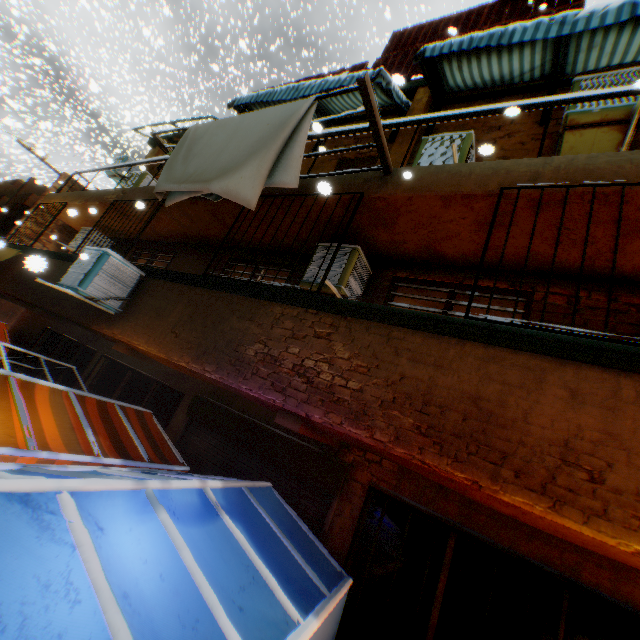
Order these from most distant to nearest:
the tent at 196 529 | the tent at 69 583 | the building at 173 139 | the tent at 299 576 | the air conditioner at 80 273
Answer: the building at 173 139 < the air conditioner at 80 273 < the tent at 299 576 < the tent at 196 529 < the tent at 69 583

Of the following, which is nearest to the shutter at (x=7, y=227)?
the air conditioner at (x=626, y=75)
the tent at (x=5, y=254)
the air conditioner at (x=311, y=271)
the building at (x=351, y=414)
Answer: the building at (x=351, y=414)

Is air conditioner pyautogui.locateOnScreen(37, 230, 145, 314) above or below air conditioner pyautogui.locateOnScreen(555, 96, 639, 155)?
below

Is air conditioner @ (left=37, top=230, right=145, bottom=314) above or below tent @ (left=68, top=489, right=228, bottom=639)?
above

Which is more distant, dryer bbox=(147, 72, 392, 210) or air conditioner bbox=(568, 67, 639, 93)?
air conditioner bbox=(568, 67, 639, 93)

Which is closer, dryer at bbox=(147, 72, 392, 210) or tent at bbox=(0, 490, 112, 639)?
tent at bbox=(0, 490, 112, 639)

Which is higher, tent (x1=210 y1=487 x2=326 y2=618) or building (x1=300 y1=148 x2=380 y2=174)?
building (x1=300 y1=148 x2=380 y2=174)

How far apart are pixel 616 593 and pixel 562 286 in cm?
323
